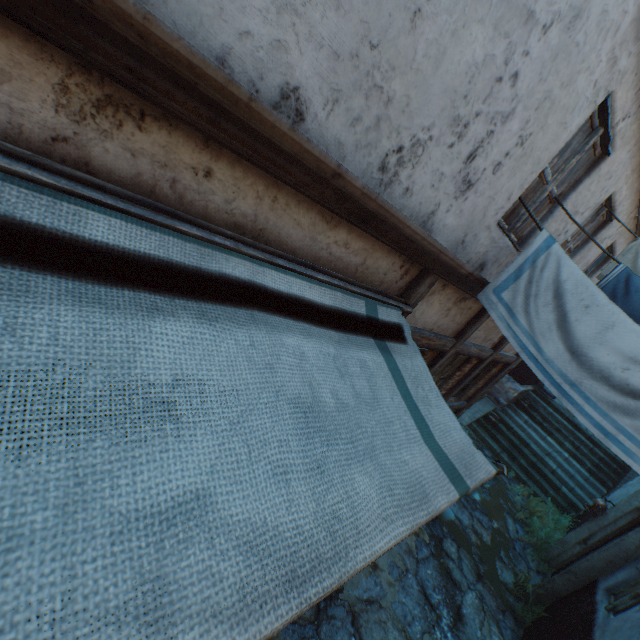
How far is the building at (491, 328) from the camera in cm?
515

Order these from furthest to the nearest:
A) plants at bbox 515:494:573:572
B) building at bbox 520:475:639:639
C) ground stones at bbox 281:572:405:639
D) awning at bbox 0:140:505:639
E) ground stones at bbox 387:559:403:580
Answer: plants at bbox 515:494:573:572 → ground stones at bbox 387:559:403:580 → building at bbox 520:475:639:639 → ground stones at bbox 281:572:405:639 → awning at bbox 0:140:505:639

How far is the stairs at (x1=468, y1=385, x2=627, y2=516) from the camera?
9.8m

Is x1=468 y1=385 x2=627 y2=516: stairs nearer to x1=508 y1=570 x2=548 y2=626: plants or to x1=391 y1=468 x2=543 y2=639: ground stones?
x1=391 y1=468 x2=543 y2=639: ground stones

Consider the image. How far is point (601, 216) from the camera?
4.91m

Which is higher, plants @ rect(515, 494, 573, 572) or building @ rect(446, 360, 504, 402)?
building @ rect(446, 360, 504, 402)

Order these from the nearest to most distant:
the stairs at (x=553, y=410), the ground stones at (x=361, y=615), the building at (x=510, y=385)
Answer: the ground stones at (x=361, y=615) → the building at (x=510, y=385) → the stairs at (x=553, y=410)

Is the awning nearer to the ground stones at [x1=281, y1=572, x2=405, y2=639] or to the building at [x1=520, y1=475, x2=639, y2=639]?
the building at [x1=520, y1=475, x2=639, y2=639]
